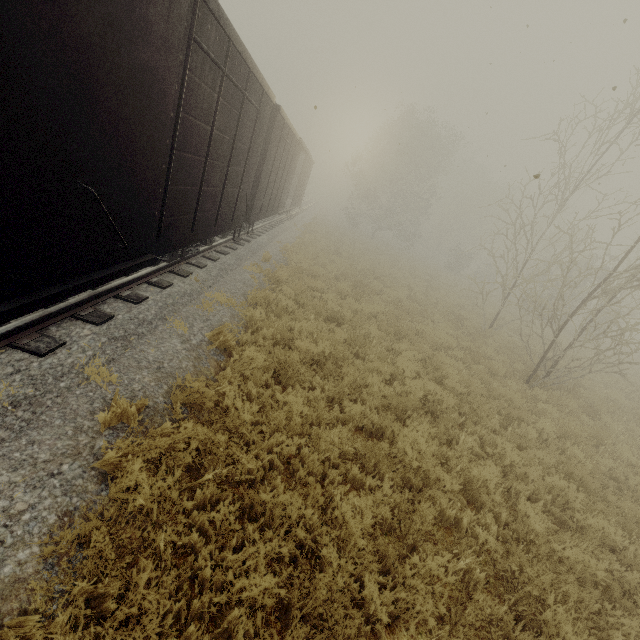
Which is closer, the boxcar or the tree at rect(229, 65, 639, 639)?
the boxcar

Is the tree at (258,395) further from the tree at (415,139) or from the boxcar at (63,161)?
the tree at (415,139)

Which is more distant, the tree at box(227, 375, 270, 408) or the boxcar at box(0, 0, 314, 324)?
the tree at box(227, 375, 270, 408)

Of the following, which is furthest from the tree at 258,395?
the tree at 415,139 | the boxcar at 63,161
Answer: the tree at 415,139

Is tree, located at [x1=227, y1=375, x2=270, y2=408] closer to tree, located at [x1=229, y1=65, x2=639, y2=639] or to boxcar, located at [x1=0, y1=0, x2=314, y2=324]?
boxcar, located at [x1=0, y1=0, x2=314, y2=324]

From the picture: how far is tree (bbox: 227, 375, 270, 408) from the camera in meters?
4.7

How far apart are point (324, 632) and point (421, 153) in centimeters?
3556cm

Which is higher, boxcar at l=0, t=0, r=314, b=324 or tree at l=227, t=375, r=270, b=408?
boxcar at l=0, t=0, r=314, b=324
